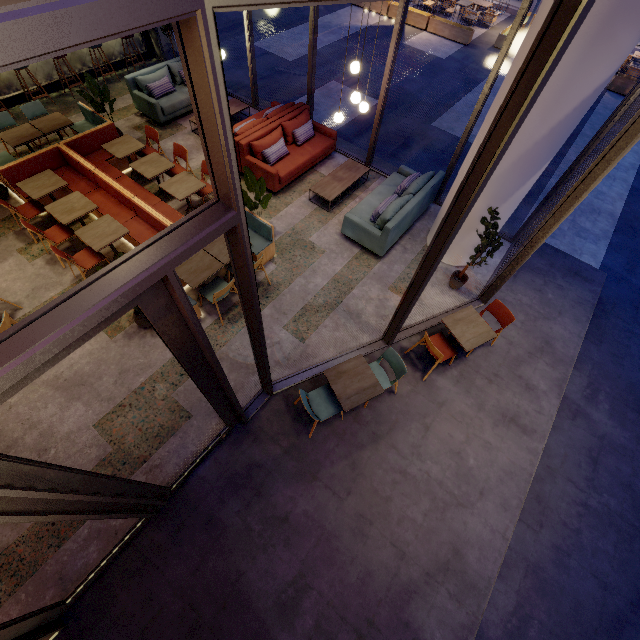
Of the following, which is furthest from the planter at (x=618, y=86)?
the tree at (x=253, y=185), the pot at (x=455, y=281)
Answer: the tree at (x=253, y=185)

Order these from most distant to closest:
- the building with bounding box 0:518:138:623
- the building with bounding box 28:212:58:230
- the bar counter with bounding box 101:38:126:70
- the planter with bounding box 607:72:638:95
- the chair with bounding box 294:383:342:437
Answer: the planter with bounding box 607:72:638:95 < the bar counter with bounding box 101:38:126:70 < the building with bounding box 28:212:58:230 < the chair with bounding box 294:383:342:437 < the building with bounding box 0:518:138:623

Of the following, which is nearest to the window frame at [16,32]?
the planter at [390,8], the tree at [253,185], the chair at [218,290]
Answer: the chair at [218,290]

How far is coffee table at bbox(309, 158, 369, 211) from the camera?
7.20m

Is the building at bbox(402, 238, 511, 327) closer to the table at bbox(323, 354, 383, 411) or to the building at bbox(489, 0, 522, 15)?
the table at bbox(323, 354, 383, 411)

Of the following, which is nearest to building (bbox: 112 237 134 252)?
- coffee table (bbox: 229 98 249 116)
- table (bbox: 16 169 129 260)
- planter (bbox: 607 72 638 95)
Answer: coffee table (bbox: 229 98 249 116)

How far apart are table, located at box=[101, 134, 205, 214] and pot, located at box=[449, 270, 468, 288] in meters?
6.1 m

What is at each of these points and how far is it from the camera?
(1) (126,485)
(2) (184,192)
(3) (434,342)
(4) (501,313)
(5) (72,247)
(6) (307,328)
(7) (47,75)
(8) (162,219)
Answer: (1) door, 3.1m
(2) table, 6.2m
(3) chair, 5.3m
(4) chair, 5.3m
(5) building, 6.3m
(6) building, 5.7m
(7) bar counter, 8.8m
(8) seat, 5.7m
